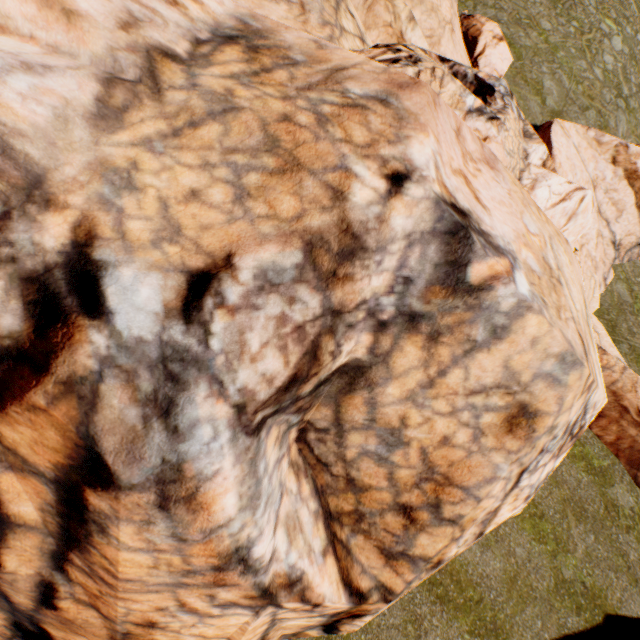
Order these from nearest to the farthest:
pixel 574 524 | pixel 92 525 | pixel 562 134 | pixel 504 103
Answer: pixel 92 525 → pixel 504 103 → pixel 574 524 → pixel 562 134
